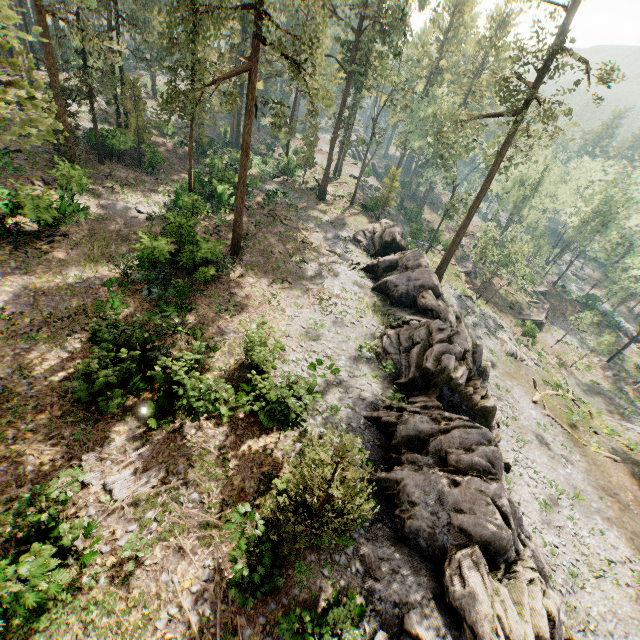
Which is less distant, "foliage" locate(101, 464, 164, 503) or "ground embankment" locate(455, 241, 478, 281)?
"foliage" locate(101, 464, 164, 503)

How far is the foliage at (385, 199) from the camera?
40.7m

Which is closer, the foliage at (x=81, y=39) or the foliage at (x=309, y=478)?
the foliage at (x=309, y=478)

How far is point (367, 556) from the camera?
12.16m

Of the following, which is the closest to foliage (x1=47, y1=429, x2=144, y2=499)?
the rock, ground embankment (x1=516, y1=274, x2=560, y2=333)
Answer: the rock

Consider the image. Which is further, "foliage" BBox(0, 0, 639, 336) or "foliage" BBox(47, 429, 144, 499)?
"foliage" BBox(0, 0, 639, 336)

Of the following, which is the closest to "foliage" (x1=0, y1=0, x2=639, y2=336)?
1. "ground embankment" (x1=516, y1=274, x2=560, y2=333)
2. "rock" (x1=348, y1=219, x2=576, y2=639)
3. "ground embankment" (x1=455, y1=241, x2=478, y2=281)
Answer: "rock" (x1=348, y1=219, x2=576, y2=639)

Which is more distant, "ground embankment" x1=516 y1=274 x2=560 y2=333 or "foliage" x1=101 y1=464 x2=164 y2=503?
"ground embankment" x1=516 y1=274 x2=560 y2=333
